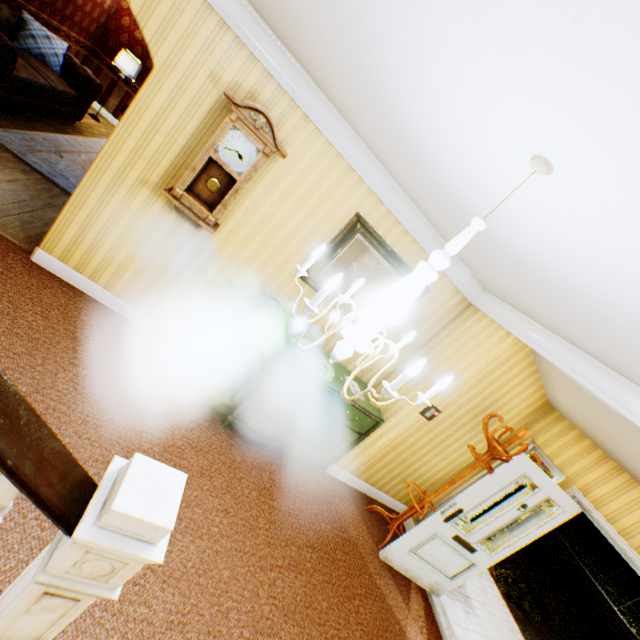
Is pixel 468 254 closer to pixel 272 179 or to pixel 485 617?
pixel 272 179

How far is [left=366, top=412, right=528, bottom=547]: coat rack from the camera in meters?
3.8

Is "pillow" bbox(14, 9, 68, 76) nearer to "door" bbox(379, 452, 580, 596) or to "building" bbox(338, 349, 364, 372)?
"building" bbox(338, 349, 364, 372)

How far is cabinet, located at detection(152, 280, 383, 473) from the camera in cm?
321

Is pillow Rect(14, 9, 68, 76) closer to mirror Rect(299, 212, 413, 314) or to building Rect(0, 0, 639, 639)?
building Rect(0, 0, 639, 639)

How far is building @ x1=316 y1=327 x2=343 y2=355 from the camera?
→ 4.3m

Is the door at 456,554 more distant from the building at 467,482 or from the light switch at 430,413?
the light switch at 430,413

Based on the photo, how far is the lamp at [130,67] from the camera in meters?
7.6
